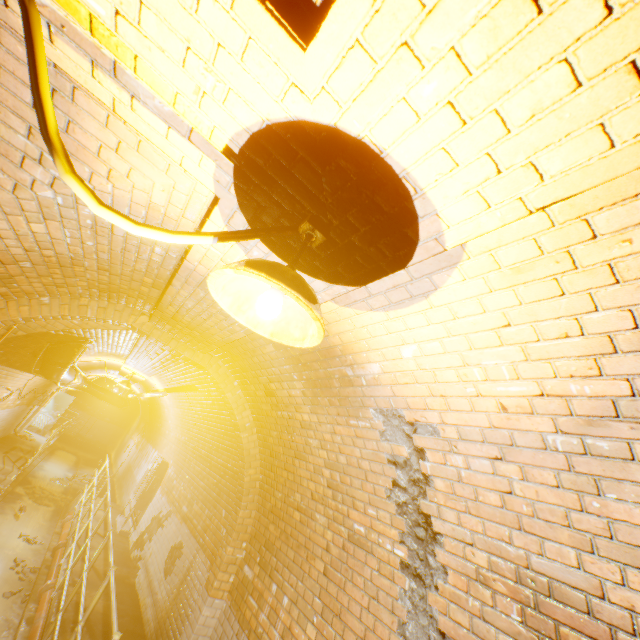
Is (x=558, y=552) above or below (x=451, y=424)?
below

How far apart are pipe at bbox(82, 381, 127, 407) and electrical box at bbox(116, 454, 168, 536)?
6.1 meters

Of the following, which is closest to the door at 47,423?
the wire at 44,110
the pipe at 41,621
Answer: the wire at 44,110

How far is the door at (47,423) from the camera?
15.7 meters

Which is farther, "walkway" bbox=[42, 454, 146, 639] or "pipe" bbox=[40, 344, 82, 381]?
"pipe" bbox=[40, 344, 82, 381]

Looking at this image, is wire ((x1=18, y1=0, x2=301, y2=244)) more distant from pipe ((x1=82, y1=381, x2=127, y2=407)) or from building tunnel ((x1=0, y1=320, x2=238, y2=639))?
pipe ((x1=82, y1=381, x2=127, y2=407))

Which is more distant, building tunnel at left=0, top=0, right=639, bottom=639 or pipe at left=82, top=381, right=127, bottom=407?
pipe at left=82, top=381, right=127, bottom=407

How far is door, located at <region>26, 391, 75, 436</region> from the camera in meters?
15.7 m
